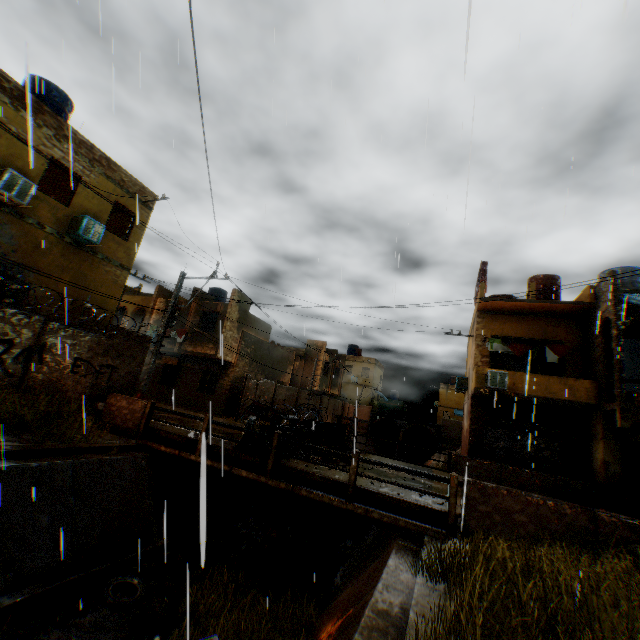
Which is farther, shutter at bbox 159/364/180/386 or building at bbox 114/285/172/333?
building at bbox 114/285/172/333

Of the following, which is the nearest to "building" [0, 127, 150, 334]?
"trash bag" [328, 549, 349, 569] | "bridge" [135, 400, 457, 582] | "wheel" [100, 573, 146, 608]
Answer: "bridge" [135, 400, 457, 582]

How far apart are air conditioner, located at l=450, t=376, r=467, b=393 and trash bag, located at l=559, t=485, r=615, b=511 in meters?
7.5 m

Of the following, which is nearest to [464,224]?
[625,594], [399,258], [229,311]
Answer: [399,258]

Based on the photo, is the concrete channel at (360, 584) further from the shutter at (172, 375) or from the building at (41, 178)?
the shutter at (172, 375)

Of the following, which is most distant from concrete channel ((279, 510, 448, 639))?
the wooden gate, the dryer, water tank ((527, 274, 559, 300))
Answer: water tank ((527, 274, 559, 300))

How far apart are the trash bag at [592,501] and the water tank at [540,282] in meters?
9.3 m

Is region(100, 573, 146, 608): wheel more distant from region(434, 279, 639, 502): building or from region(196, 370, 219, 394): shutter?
region(434, 279, 639, 502): building
